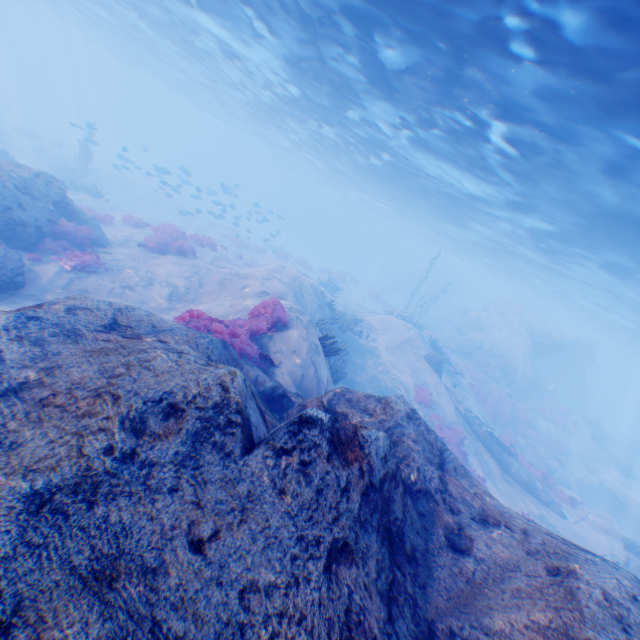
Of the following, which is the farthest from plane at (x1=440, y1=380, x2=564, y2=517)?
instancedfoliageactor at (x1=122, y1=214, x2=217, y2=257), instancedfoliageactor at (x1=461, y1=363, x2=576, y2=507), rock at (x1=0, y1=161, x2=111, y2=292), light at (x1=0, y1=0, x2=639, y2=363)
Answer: rock at (x1=0, y1=161, x2=111, y2=292)

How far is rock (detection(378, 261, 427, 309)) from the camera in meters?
53.3

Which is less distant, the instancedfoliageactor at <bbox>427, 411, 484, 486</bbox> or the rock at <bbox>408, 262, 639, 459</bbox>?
the instancedfoliageactor at <bbox>427, 411, 484, 486</bbox>

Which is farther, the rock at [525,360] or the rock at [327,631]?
the rock at [525,360]

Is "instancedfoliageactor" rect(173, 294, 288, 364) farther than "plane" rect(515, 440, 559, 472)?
No

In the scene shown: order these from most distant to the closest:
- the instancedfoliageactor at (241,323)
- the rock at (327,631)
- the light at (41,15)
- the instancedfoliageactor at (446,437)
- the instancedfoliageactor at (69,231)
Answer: the instancedfoliageactor at (446,437) → the instancedfoliageactor at (69,231) → the light at (41,15) → the instancedfoliageactor at (241,323) → the rock at (327,631)

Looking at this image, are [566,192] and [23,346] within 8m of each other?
no

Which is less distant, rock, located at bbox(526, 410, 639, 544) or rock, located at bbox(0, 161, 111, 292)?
rock, located at bbox(0, 161, 111, 292)
